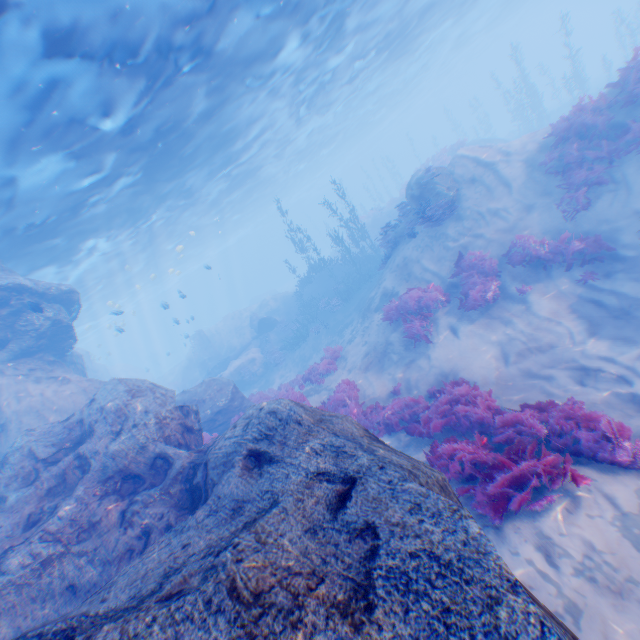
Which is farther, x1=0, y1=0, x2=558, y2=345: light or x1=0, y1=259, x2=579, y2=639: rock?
x1=0, y1=0, x2=558, y2=345: light

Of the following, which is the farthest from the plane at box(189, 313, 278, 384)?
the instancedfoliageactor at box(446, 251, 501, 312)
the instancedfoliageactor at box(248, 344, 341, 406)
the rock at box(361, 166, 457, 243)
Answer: the instancedfoliageactor at box(446, 251, 501, 312)

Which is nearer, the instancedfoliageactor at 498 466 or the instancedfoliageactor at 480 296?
the instancedfoliageactor at 498 466

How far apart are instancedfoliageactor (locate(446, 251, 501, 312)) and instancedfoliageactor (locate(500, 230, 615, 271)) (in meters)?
0.38

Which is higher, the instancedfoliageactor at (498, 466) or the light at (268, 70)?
the light at (268, 70)

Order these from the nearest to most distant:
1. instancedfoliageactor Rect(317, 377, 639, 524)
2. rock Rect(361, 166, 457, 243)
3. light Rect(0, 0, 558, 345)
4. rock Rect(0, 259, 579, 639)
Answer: rock Rect(0, 259, 579, 639), instancedfoliageactor Rect(317, 377, 639, 524), light Rect(0, 0, 558, 345), rock Rect(361, 166, 457, 243)

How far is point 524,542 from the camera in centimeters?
430cm

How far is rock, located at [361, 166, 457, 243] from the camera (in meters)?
14.57
